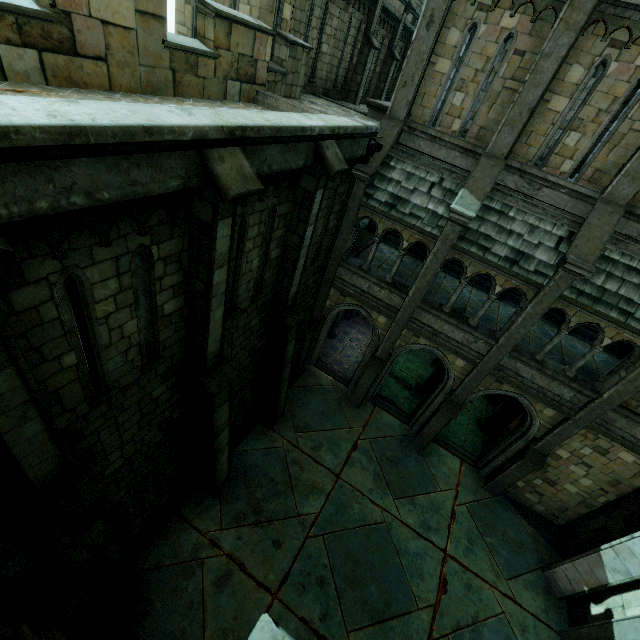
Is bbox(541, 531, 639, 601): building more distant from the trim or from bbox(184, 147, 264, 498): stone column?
bbox(184, 147, 264, 498): stone column

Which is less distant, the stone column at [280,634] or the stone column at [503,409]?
the stone column at [280,634]

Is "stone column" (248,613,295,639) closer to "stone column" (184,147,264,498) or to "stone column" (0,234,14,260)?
"stone column" (0,234,14,260)

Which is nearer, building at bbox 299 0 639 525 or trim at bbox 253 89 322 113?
building at bbox 299 0 639 525

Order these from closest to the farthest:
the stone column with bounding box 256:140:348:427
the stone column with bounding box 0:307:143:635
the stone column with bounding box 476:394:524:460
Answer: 1. the stone column with bounding box 0:307:143:635
2. the stone column with bounding box 256:140:348:427
3. the stone column with bounding box 476:394:524:460

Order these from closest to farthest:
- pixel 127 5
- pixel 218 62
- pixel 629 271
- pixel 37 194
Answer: pixel 37 194 → pixel 127 5 → pixel 218 62 → pixel 629 271

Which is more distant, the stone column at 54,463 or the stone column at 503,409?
the stone column at 503,409

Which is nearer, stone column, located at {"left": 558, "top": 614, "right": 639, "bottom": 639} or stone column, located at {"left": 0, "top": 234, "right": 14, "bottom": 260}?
stone column, located at {"left": 0, "top": 234, "right": 14, "bottom": 260}
